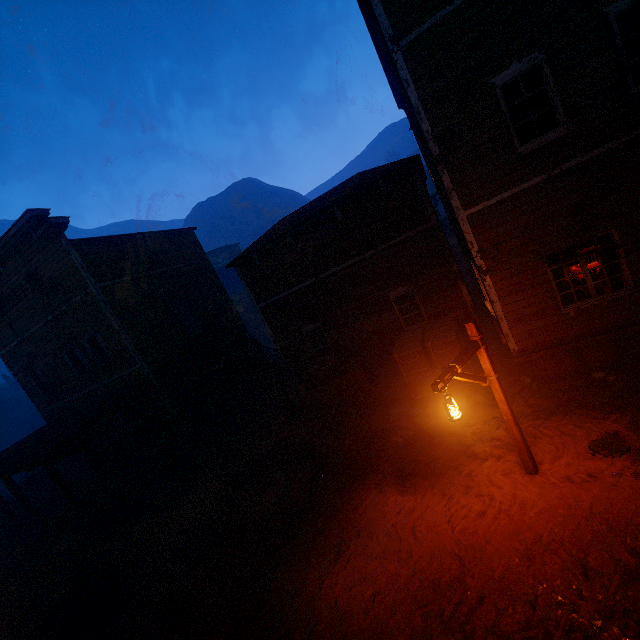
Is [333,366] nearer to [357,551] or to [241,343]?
[357,551]

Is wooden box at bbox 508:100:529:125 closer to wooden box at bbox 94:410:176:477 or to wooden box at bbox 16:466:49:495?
wooden box at bbox 94:410:176:477

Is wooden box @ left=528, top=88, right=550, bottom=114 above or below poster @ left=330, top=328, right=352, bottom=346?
above

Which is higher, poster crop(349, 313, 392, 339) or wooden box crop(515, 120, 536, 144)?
wooden box crop(515, 120, 536, 144)

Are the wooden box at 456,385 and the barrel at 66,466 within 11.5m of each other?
no

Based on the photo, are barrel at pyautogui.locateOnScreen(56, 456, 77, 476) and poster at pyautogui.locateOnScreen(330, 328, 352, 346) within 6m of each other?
no

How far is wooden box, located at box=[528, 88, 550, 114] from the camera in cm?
721

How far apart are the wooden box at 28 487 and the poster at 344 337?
21.1 meters
